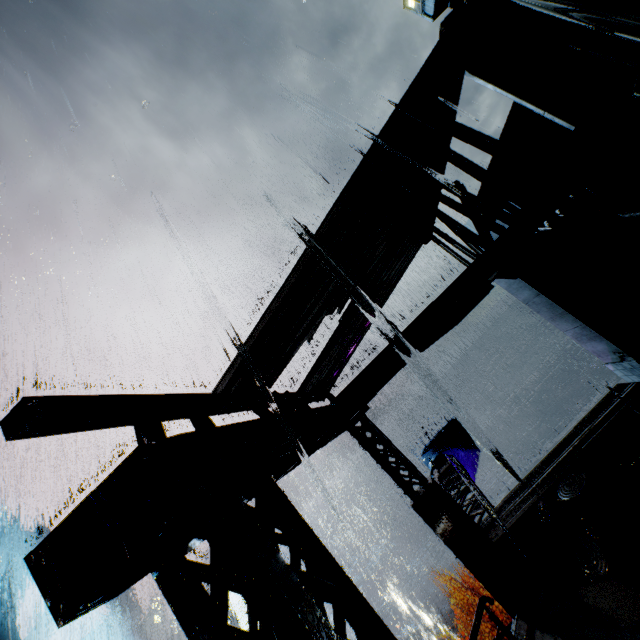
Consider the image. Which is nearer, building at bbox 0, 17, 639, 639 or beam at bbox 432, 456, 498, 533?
building at bbox 0, 17, 639, 639

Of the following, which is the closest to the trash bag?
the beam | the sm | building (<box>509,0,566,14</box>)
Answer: building (<box>509,0,566,14</box>)

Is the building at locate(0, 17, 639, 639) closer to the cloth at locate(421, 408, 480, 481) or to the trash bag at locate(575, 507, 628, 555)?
the trash bag at locate(575, 507, 628, 555)

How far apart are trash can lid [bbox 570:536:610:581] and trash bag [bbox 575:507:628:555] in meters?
0.0 m

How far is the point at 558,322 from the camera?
9.5m

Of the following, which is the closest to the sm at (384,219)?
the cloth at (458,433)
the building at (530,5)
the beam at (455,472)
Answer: the building at (530,5)

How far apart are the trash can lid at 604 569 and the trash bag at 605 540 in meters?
0.0

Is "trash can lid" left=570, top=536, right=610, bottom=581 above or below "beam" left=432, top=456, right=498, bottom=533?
below
